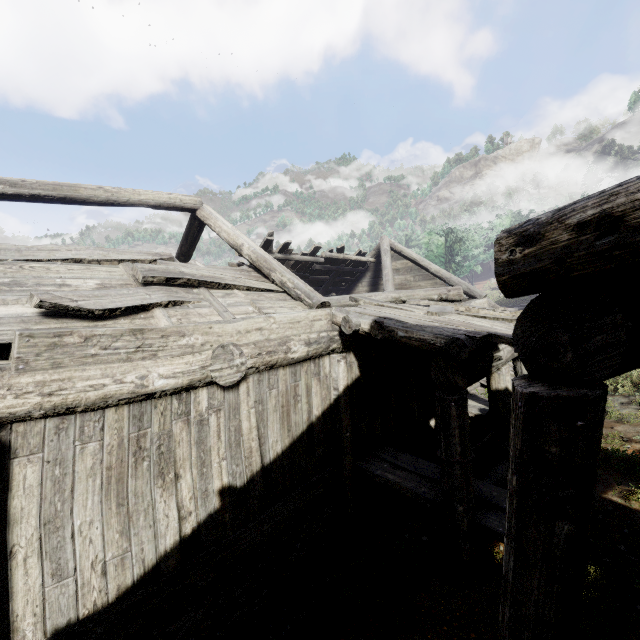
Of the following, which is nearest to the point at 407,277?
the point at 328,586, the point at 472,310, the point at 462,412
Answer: the point at 472,310

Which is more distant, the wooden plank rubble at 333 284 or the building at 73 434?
the wooden plank rubble at 333 284

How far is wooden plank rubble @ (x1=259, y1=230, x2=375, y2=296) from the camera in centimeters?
1184cm

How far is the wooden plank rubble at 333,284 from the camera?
11.8 meters

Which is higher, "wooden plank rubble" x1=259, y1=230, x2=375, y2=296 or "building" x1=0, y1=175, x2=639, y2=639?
"wooden plank rubble" x1=259, y1=230, x2=375, y2=296

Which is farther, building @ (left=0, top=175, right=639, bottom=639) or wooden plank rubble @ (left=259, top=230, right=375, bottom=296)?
Answer: wooden plank rubble @ (left=259, top=230, right=375, bottom=296)
